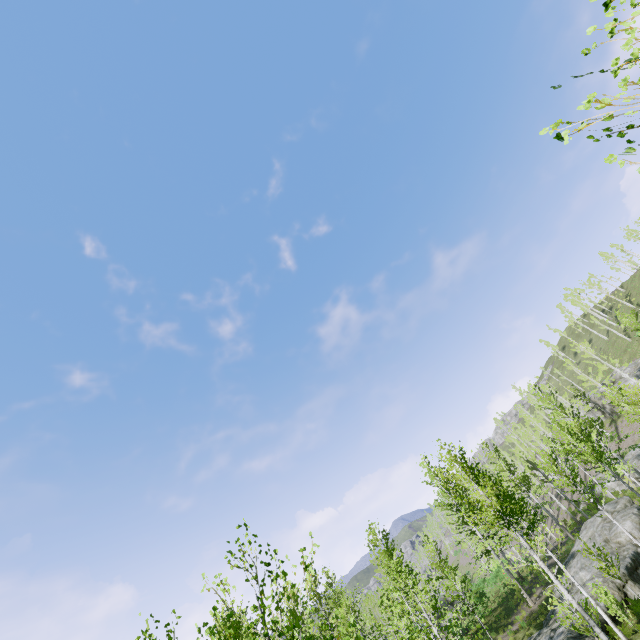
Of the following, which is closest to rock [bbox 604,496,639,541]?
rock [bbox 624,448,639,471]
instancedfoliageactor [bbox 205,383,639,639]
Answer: instancedfoliageactor [bbox 205,383,639,639]

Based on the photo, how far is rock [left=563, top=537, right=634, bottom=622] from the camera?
18.0m

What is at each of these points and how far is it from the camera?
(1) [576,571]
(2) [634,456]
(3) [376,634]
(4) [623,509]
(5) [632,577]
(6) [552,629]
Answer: (1) rock, 22.6m
(2) rock, 33.1m
(3) instancedfoliageactor, 15.4m
(4) rock, 24.6m
(5) rock, 18.7m
(6) rock, 18.5m

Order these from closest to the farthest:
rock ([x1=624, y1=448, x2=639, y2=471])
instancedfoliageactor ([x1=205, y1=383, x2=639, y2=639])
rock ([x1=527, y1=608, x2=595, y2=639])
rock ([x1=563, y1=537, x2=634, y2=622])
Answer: instancedfoliageactor ([x1=205, y1=383, x2=639, y2=639]), rock ([x1=527, y1=608, x2=595, y2=639]), rock ([x1=563, y1=537, x2=634, y2=622]), rock ([x1=624, y1=448, x2=639, y2=471])

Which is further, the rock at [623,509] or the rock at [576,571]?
the rock at [623,509]

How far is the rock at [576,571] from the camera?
18.0m

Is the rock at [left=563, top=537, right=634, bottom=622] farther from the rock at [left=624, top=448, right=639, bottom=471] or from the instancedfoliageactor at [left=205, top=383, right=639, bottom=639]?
the rock at [left=624, top=448, right=639, bottom=471]
